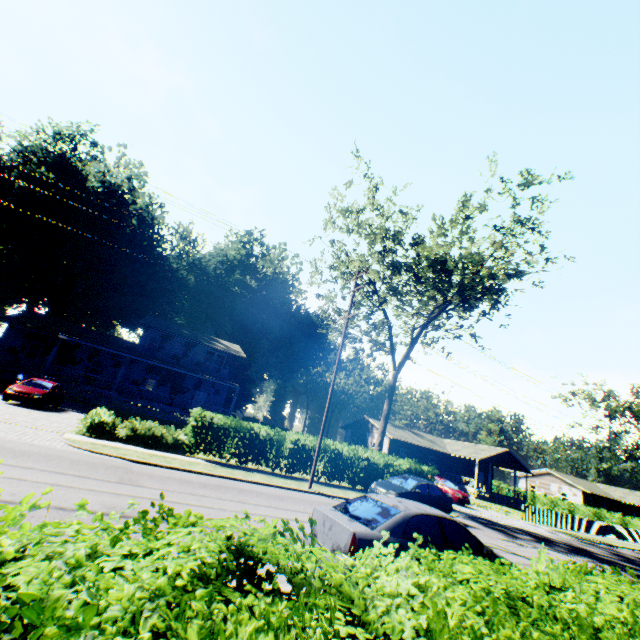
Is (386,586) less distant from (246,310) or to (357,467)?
(357,467)

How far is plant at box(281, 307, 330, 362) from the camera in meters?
56.3 m

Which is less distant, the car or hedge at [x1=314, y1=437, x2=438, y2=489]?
the car

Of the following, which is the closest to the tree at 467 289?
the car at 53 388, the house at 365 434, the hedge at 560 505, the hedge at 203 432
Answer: the hedge at 203 432

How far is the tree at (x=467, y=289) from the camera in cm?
2017

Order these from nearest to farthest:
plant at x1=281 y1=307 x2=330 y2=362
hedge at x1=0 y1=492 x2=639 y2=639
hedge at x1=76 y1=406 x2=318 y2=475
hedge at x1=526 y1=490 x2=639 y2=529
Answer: hedge at x1=0 y1=492 x2=639 y2=639, hedge at x1=76 y1=406 x2=318 y2=475, hedge at x1=526 y1=490 x2=639 y2=529, plant at x1=281 y1=307 x2=330 y2=362

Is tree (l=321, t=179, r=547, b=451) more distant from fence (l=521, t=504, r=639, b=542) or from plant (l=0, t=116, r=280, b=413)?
plant (l=0, t=116, r=280, b=413)

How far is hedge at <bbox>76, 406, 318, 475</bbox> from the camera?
14.98m
